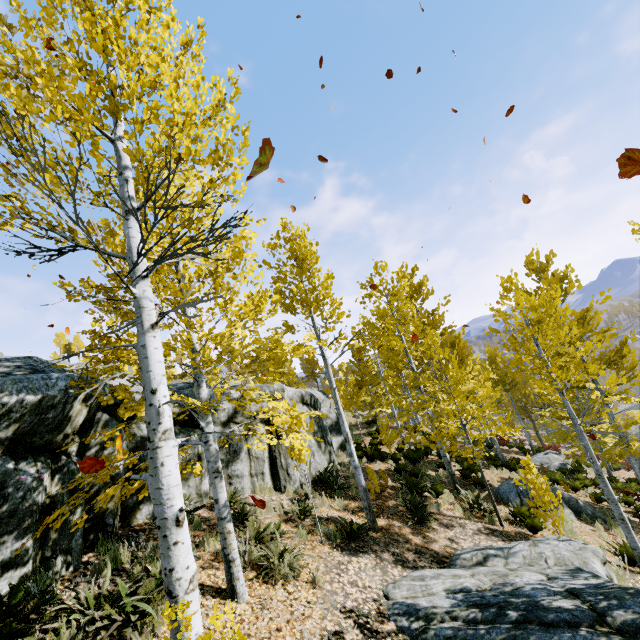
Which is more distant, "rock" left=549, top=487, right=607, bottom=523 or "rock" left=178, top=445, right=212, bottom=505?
"rock" left=549, top=487, right=607, bottom=523

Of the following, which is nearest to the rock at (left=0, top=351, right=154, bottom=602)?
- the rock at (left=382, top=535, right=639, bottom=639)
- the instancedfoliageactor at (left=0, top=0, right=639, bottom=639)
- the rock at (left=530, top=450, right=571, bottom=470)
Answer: the instancedfoliageactor at (left=0, top=0, right=639, bottom=639)

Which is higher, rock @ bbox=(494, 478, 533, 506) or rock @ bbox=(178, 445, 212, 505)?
rock @ bbox=(178, 445, 212, 505)

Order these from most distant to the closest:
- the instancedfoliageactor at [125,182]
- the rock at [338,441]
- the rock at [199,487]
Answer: the rock at [338,441] < the rock at [199,487] < the instancedfoliageactor at [125,182]

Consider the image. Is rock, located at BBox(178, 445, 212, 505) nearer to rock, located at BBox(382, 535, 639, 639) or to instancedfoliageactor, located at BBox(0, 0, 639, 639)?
instancedfoliageactor, located at BBox(0, 0, 639, 639)

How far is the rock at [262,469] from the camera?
8.8 meters

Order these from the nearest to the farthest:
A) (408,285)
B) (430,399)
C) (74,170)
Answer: (74,170)
(430,399)
(408,285)

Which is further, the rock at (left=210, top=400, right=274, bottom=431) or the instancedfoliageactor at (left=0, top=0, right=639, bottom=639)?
the rock at (left=210, top=400, right=274, bottom=431)
